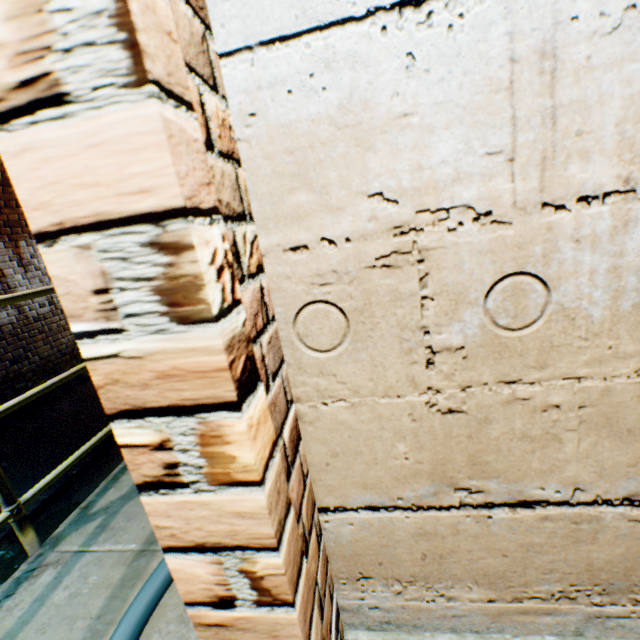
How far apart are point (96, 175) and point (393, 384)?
0.6 meters

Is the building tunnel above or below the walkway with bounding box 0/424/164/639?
above

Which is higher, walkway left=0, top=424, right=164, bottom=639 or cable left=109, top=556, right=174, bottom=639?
cable left=109, top=556, right=174, bottom=639

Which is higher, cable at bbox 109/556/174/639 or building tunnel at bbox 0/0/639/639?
building tunnel at bbox 0/0/639/639

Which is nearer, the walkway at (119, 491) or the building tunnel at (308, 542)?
the building tunnel at (308, 542)

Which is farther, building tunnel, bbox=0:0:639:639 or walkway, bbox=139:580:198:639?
walkway, bbox=139:580:198:639

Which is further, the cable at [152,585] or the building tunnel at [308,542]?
the cable at [152,585]
